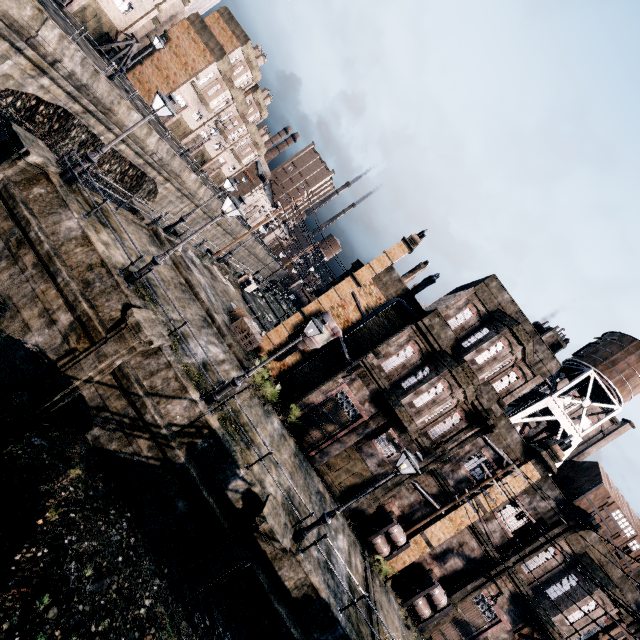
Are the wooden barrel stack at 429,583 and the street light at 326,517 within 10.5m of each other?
no

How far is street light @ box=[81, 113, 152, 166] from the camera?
13.5 meters

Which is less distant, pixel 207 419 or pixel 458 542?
pixel 207 419

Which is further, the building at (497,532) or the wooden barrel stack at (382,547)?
the building at (497,532)

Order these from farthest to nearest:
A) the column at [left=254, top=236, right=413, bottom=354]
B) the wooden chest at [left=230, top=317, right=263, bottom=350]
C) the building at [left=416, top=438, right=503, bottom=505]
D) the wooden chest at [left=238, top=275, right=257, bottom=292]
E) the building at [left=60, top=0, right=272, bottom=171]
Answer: the wooden chest at [left=238, top=275, right=257, bottom=292] < the building at [left=60, top=0, right=272, bottom=171] < the column at [left=254, top=236, right=413, bottom=354] < the wooden chest at [left=230, top=317, right=263, bottom=350] < the building at [left=416, top=438, right=503, bottom=505]

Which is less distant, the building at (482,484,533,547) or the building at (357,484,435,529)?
the building at (482,484,533,547)

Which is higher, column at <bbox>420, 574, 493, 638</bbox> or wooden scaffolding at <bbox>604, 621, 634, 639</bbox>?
wooden scaffolding at <bbox>604, 621, 634, 639</bbox>

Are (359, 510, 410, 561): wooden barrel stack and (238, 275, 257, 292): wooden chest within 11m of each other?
no
